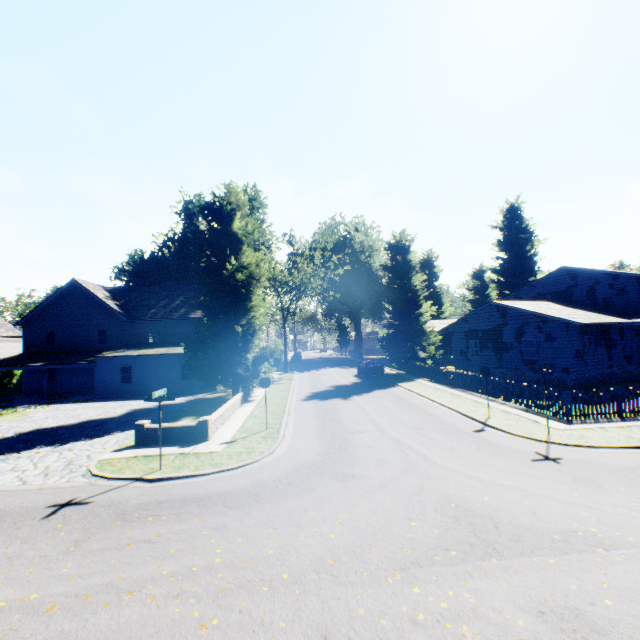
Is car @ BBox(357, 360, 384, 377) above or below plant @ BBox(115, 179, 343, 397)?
below

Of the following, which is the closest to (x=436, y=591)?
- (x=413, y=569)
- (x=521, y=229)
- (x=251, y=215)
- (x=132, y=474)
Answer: (x=413, y=569)

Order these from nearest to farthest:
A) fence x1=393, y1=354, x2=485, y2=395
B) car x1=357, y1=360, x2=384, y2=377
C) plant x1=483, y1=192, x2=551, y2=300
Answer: fence x1=393, y1=354, x2=485, y2=395 → car x1=357, y1=360, x2=384, y2=377 → plant x1=483, y1=192, x2=551, y2=300

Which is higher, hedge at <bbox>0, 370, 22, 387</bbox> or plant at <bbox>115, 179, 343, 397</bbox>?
plant at <bbox>115, 179, 343, 397</bbox>

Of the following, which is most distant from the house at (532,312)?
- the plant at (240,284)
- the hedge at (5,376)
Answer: the hedge at (5,376)

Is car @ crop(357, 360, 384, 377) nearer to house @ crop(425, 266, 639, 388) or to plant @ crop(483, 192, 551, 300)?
plant @ crop(483, 192, 551, 300)

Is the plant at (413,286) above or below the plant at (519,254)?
below

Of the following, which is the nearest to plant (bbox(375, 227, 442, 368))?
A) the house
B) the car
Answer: the house
